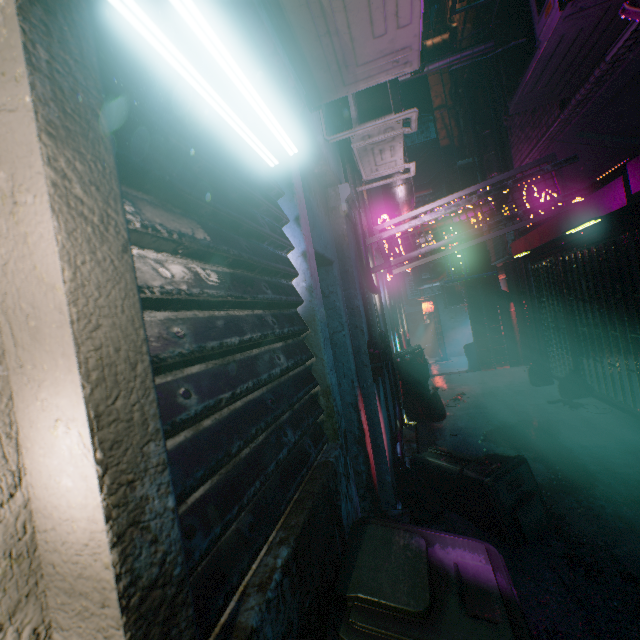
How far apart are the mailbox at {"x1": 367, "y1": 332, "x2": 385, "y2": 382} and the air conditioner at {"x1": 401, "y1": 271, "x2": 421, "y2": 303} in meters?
10.8 m

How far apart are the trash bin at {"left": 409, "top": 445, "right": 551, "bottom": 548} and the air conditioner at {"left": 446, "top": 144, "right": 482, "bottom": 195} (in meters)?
3.89

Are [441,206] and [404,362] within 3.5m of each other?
yes

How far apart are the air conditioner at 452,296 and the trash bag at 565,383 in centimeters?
642cm

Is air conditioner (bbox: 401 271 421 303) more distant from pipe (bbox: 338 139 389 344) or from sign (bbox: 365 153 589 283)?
pipe (bbox: 338 139 389 344)

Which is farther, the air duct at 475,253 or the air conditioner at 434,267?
the air conditioner at 434,267

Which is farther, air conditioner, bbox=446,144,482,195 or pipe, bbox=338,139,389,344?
air conditioner, bbox=446,144,482,195

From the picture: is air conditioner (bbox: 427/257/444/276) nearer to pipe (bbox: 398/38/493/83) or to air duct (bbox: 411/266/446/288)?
air duct (bbox: 411/266/446/288)
